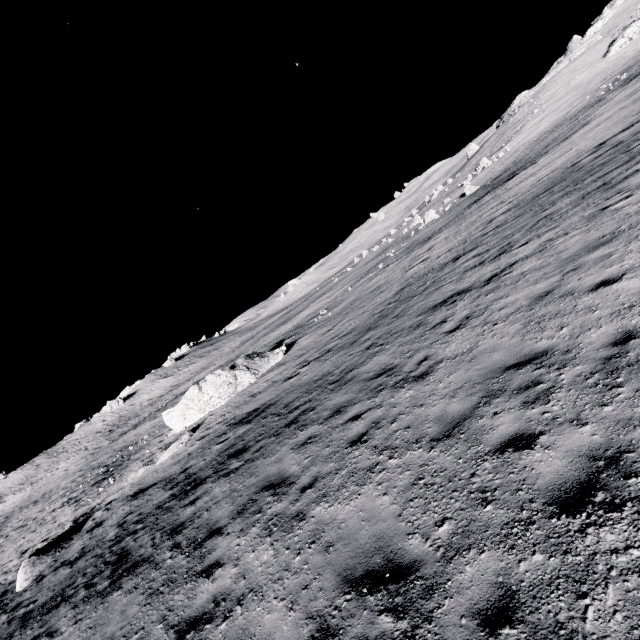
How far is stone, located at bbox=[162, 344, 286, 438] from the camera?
21.6m

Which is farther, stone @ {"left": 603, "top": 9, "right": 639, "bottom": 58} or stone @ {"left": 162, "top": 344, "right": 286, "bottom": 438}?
stone @ {"left": 603, "top": 9, "right": 639, "bottom": 58}

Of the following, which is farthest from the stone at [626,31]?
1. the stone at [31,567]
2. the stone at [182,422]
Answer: the stone at [31,567]

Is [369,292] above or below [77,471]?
below

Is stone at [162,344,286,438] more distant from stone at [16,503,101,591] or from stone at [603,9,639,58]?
stone at [603,9,639,58]

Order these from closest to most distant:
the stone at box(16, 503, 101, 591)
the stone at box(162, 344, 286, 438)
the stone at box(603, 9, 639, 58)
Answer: the stone at box(16, 503, 101, 591) < the stone at box(162, 344, 286, 438) < the stone at box(603, 9, 639, 58)

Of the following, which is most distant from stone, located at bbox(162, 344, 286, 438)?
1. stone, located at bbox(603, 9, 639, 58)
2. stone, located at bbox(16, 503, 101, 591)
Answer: stone, located at bbox(603, 9, 639, 58)
